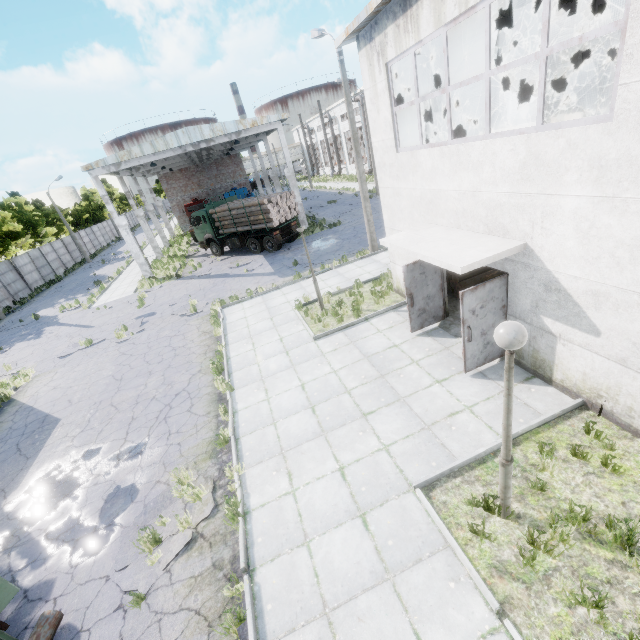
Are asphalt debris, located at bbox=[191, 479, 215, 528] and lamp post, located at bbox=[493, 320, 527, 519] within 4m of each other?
no

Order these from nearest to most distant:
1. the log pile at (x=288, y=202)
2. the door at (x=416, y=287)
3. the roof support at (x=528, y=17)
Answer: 1. the door at (x=416, y=287)
2. the roof support at (x=528, y=17)
3. the log pile at (x=288, y=202)

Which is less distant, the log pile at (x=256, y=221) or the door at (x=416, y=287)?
the door at (x=416, y=287)

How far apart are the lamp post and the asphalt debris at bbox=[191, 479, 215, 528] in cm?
502

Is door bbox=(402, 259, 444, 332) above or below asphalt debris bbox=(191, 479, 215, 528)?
above

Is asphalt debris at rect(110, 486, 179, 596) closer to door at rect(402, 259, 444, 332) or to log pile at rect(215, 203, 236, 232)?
door at rect(402, 259, 444, 332)

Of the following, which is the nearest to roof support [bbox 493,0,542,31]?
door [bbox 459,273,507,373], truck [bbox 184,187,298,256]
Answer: door [bbox 459,273,507,373]

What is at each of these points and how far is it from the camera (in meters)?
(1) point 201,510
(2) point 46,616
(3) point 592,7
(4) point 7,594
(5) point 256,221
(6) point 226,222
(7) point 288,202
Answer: (1) asphalt debris, 6.29
(2) log, 4.97
(3) roof support, 10.33
(4) truck, 5.02
(5) log pile, 21.89
(6) log pile, 23.14
(7) log pile, 22.08
